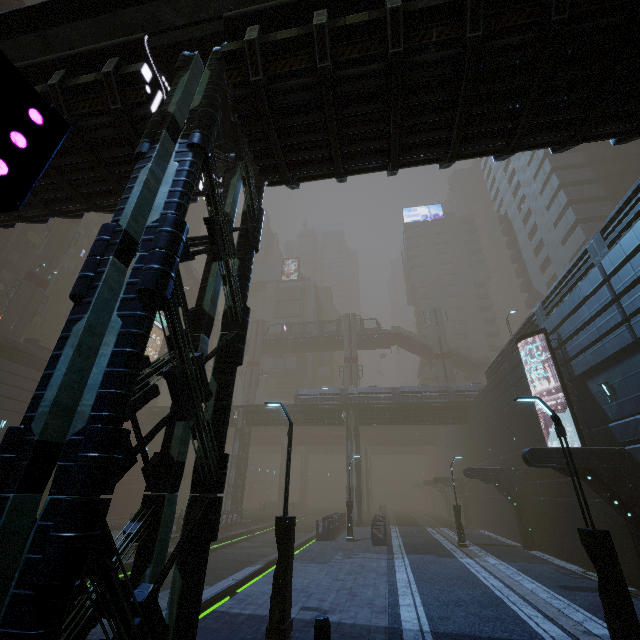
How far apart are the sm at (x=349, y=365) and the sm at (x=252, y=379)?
12.9m

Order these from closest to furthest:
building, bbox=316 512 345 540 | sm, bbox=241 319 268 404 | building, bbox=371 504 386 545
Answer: building, bbox=371 504 386 545, building, bbox=316 512 345 540, sm, bbox=241 319 268 404

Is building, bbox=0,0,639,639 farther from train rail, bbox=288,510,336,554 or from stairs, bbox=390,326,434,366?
stairs, bbox=390,326,434,366

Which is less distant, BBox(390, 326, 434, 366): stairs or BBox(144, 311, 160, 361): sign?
BBox(390, 326, 434, 366): stairs

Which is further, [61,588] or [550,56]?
[550,56]

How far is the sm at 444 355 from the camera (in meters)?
47.19

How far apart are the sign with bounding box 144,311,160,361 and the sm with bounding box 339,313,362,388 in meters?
33.6 m

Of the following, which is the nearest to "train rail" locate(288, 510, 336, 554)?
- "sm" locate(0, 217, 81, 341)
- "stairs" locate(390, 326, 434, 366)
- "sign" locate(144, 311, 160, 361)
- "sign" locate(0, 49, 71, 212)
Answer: "sign" locate(0, 49, 71, 212)
